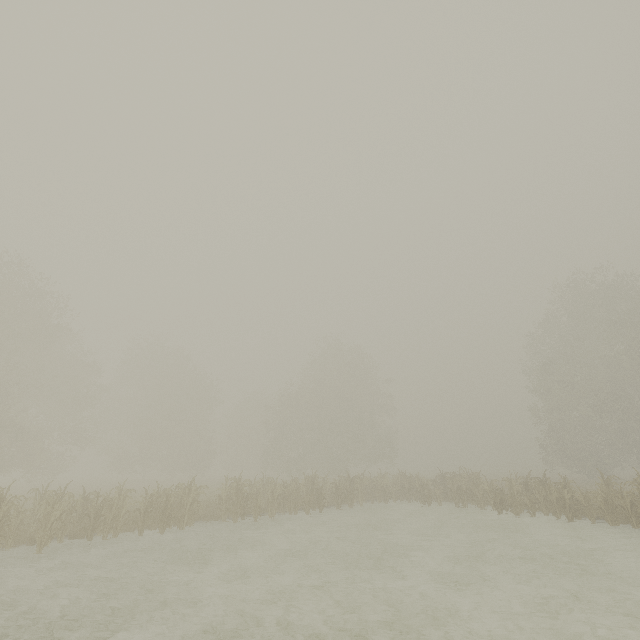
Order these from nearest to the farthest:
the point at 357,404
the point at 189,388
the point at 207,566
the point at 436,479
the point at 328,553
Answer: the point at 207,566, the point at 328,553, the point at 436,479, the point at 189,388, the point at 357,404
